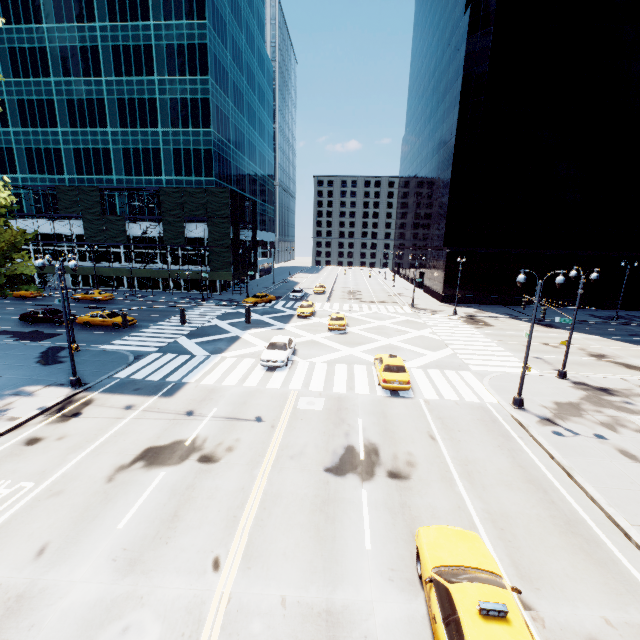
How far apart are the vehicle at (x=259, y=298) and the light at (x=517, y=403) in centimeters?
3285cm

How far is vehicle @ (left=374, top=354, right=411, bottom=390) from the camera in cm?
1872

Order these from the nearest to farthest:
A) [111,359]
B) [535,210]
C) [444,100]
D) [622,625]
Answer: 1. [622,625]
2. [111,359]
3. [535,210]
4. [444,100]

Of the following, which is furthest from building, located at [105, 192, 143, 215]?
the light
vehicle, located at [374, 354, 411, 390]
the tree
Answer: the light

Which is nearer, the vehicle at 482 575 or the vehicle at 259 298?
the vehicle at 482 575

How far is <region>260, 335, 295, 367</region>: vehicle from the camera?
21.92m

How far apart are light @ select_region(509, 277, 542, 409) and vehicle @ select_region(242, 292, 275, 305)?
32.85m

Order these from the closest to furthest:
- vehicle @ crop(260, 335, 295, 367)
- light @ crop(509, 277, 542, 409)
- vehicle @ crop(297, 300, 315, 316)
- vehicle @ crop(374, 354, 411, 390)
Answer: light @ crop(509, 277, 542, 409) < vehicle @ crop(374, 354, 411, 390) < vehicle @ crop(260, 335, 295, 367) < vehicle @ crop(297, 300, 315, 316)
